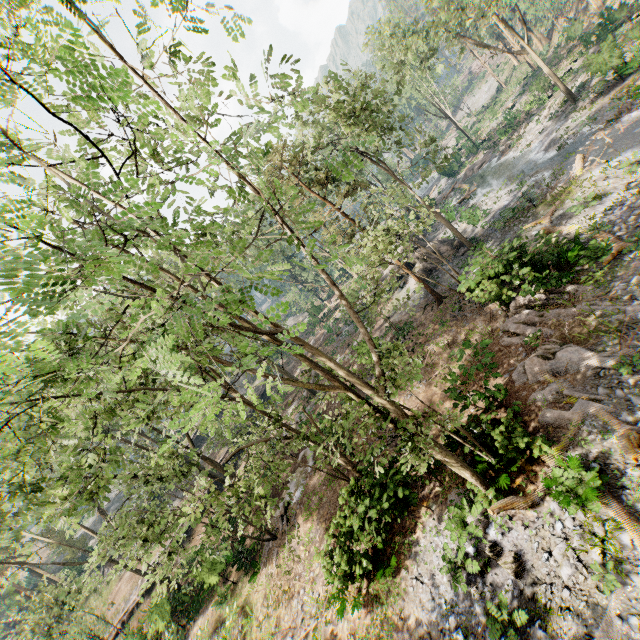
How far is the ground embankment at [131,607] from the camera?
27.9m

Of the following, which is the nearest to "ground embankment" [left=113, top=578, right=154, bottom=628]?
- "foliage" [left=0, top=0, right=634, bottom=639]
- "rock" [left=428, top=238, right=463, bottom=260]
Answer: "foliage" [left=0, top=0, right=634, bottom=639]

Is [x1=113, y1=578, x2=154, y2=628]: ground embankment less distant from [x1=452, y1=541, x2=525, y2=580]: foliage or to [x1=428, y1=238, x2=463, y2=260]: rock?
[x1=452, y1=541, x2=525, y2=580]: foliage

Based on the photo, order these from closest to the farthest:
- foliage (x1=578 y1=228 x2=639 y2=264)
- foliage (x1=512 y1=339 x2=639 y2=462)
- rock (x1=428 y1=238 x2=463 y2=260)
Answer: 1. foliage (x1=512 y1=339 x2=639 y2=462)
2. foliage (x1=578 y1=228 x2=639 y2=264)
3. rock (x1=428 y1=238 x2=463 y2=260)

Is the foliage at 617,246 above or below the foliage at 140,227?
below

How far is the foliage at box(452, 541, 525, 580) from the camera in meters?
9.1

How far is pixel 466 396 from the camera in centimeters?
1288cm
